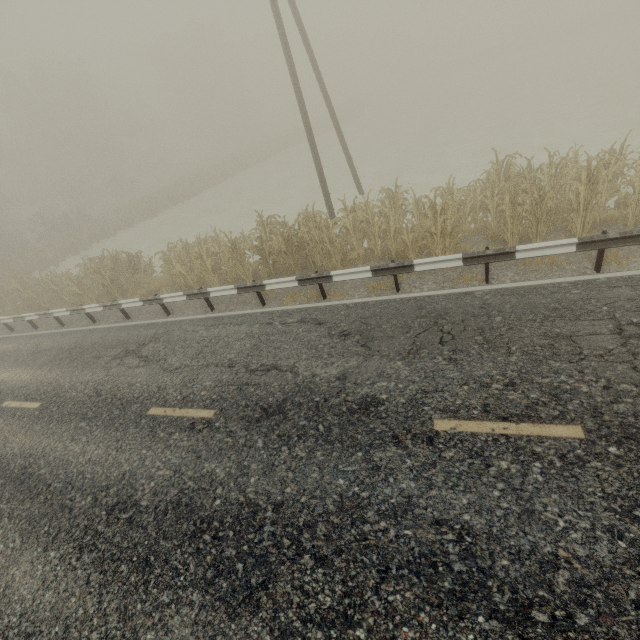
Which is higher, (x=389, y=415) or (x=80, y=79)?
(x=80, y=79)

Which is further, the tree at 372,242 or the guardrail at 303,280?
the tree at 372,242

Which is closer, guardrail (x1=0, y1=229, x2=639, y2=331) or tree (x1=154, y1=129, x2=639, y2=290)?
guardrail (x1=0, y1=229, x2=639, y2=331)
